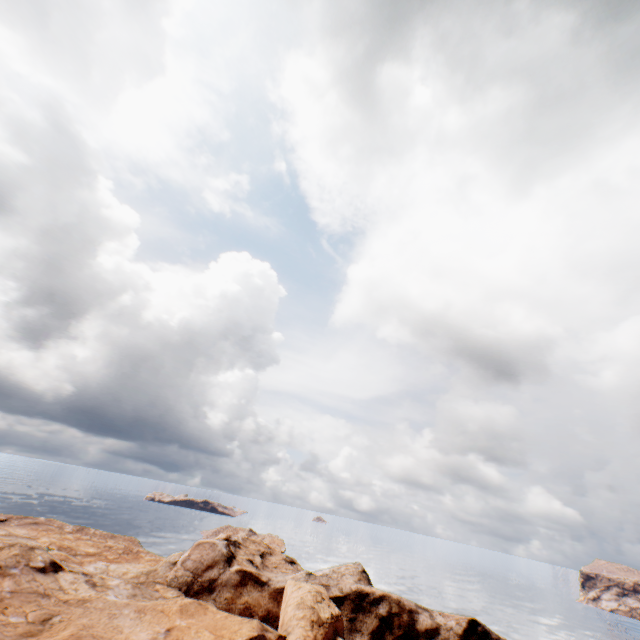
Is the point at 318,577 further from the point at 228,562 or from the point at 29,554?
the point at 29,554
